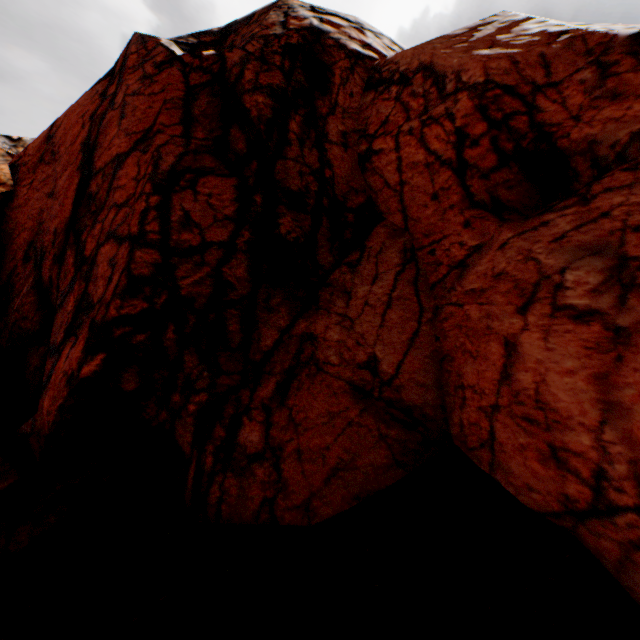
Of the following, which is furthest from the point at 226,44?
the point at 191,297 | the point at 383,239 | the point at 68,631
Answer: the point at 68,631
